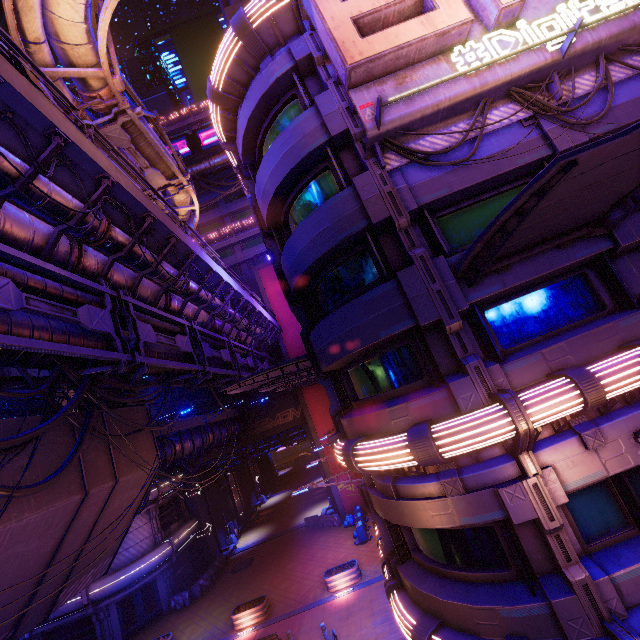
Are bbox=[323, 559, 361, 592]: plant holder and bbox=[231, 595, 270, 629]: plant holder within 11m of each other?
yes

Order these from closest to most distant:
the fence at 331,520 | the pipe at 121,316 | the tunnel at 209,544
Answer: the pipe at 121,316, the fence at 331,520, the tunnel at 209,544

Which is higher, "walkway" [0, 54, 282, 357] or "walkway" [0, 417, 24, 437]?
"walkway" [0, 54, 282, 357]

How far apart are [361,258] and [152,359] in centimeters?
769cm

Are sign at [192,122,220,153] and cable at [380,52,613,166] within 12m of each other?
no

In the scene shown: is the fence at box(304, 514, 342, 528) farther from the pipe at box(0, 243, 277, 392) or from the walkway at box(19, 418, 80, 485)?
the pipe at box(0, 243, 277, 392)

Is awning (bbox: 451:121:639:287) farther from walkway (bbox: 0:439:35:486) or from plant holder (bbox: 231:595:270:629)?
plant holder (bbox: 231:595:270:629)

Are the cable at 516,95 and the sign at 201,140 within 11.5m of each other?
no
